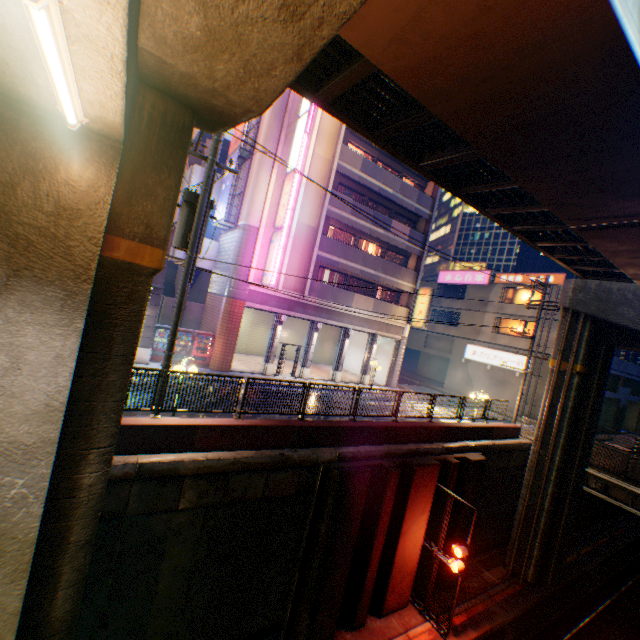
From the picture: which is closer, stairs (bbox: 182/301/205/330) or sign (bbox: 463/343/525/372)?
stairs (bbox: 182/301/205/330)

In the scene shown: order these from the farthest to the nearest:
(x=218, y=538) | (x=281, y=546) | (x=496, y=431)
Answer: (x=496, y=431), (x=281, y=546), (x=218, y=538)

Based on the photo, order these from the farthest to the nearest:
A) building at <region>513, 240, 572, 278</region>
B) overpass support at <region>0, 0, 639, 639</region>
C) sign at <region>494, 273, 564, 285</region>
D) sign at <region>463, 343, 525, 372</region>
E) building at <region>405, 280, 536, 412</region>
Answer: building at <region>513, 240, 572, 278</region>, building at <region>405, 280, 536, 412</region>, sign at <region>463, 343, 525, 372</region>, sign at <region>494, 273, 564, 285</region>, overpass support at <region>0, 0, 639, 639</region>

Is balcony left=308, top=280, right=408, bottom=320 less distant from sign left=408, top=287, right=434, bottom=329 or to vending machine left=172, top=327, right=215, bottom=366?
sign left=408, top=287, right=434, bottom=329

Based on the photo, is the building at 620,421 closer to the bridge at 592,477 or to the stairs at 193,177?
the bridge at 592,477

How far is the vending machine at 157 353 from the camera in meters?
17.9 m

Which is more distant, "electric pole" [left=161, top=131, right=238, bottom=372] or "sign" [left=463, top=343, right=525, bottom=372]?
"sign" [left=463, top=343, right=525, bottom=372]

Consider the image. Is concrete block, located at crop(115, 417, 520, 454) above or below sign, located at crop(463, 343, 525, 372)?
below
